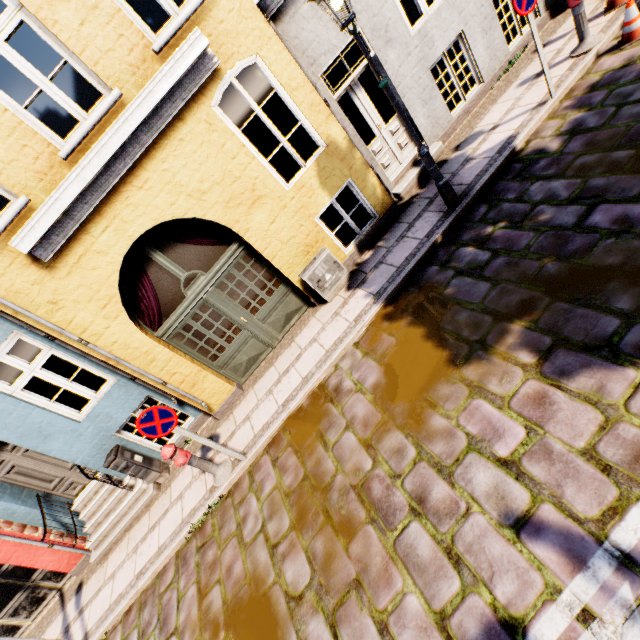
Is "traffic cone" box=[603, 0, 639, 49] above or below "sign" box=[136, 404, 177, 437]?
below

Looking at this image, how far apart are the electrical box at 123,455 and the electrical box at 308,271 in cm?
508

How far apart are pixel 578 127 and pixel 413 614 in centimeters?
681cm

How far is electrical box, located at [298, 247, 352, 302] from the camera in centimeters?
630cm

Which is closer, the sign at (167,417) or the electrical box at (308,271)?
the sign at (167,417)

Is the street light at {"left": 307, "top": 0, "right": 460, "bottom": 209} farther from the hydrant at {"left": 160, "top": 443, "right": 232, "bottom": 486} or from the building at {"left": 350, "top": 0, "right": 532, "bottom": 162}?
the hydrant at {"left": 160, "top": 443, "right": 232, "bottom": 486}

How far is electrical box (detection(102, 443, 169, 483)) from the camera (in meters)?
6.37

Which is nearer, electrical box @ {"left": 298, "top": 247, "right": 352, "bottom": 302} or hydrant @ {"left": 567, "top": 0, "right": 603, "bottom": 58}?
hydrant @ {"left": 567, "top": 0, "right": 603, "bottom": 58}
